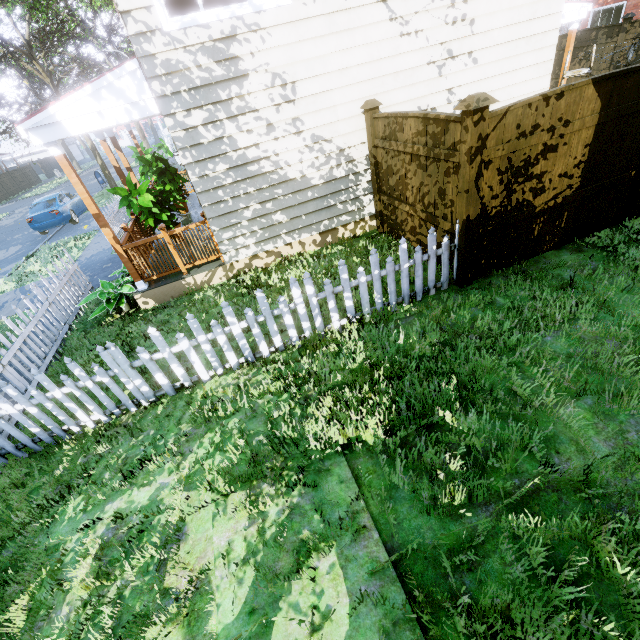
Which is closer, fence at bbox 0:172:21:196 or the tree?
the tree

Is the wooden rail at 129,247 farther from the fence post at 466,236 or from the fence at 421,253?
the fence post at 466,236

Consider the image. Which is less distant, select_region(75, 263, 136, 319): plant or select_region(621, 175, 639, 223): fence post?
select_region(621, 175, 639, 223): fence post

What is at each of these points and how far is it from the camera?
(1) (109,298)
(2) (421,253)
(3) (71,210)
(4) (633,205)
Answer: (1) plant, 6.6 meters
(2) fence, 4.7 meters
(3) car, 16.0 meters
(4) fence post, 5.4 meters

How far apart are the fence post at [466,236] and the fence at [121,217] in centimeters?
1227cm

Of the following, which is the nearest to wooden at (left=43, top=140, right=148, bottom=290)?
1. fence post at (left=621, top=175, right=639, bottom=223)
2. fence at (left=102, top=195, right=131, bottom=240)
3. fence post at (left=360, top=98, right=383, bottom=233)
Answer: fence post at (left=360, top=98, right=383, bottom=233)

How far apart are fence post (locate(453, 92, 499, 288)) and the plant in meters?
6.0

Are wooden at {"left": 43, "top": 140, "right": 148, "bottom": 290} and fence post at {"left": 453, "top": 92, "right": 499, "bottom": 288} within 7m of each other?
yes
